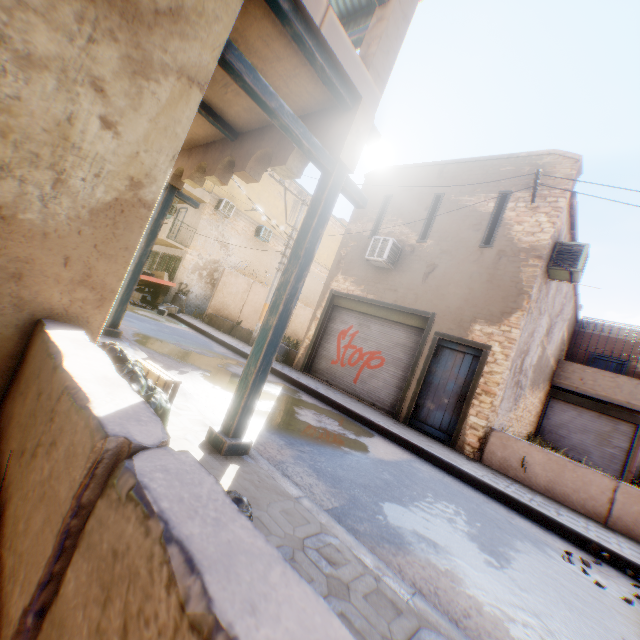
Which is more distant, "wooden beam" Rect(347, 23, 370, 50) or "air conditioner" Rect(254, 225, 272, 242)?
"air conditioner" Rect(254, 225, 272, 242)

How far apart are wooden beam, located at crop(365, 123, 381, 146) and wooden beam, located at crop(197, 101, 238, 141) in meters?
2.2

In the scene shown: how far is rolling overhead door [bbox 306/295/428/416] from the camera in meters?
10.1 m

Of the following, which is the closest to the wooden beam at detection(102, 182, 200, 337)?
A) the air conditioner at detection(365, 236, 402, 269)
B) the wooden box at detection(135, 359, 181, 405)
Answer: the air conditioner at detection(365, 236, 402, 269)

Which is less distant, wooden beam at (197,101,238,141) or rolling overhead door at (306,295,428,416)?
wooden beam at (197,101,238,141)

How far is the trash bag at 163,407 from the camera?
1.9m

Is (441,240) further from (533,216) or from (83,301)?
(83,301)

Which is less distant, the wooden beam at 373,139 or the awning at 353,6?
the wooden beam at 373,139
